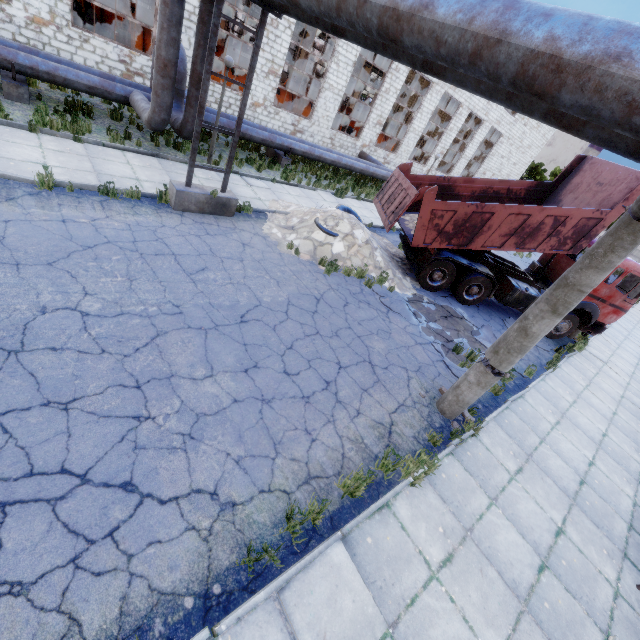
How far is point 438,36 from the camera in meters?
3.1

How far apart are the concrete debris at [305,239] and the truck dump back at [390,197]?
0.6 meters

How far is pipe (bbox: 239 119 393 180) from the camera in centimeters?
1435cm

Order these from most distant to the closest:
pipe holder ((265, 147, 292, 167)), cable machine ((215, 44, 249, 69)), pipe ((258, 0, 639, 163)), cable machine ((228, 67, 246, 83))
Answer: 1. cable machine ((215, 44, 249, 69))
2. cable machine ((228, 67, 246, 83))
3. pipe holder ((265, 147, 292, 167))
4. pipe ((258, 0, 639, 163))

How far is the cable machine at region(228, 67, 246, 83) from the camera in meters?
18.5

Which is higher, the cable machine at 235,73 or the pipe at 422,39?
the pipe at 422,39

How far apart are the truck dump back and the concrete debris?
0.62m

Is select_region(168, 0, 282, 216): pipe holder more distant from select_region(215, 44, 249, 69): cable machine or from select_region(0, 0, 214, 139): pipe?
select_region(215, 44, 249, 69): cable machine
